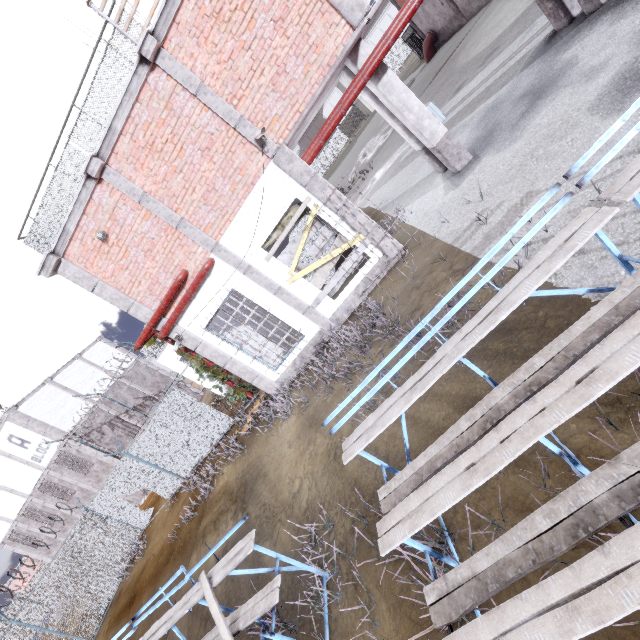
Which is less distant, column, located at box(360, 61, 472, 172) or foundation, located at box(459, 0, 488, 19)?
column, located at box(360, 61, 472, 172)

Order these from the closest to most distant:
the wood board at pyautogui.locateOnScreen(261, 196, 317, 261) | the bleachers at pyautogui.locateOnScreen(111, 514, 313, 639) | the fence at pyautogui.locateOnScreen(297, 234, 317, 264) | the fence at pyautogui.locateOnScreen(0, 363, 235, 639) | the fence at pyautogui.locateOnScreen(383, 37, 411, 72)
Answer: the bleachers at pyautogui.locateOnScreen(111, 514, 313, 639) < the wood board at pyautogui.locateOnScreen(261, 196, 317, 261) < the fence at pyautogui.locateOnScreen(297, 234, 317, 264) < the fence at pyautogui.locateOnScreen(0, 363, 235, 639) < the fence at pyautogui.locateOnScreen(383, 37, 411, 72)

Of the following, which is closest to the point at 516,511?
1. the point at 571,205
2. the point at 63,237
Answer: the point at 571,205

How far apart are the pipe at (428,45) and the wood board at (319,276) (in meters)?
28.60

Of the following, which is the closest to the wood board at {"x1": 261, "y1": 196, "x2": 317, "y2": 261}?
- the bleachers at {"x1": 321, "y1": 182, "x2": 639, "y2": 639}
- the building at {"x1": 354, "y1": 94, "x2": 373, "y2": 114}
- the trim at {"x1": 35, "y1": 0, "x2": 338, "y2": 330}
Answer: the trim at {"x1": 35, "y1": 0, "x2": 338, "y2": 330}

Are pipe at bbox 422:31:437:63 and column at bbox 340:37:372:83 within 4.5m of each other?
no

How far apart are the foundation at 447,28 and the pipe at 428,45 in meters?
0.1 m

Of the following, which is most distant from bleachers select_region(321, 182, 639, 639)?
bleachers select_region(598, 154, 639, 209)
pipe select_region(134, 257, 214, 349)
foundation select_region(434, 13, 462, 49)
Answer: foundation select_region(434, 13, 462, 49)
